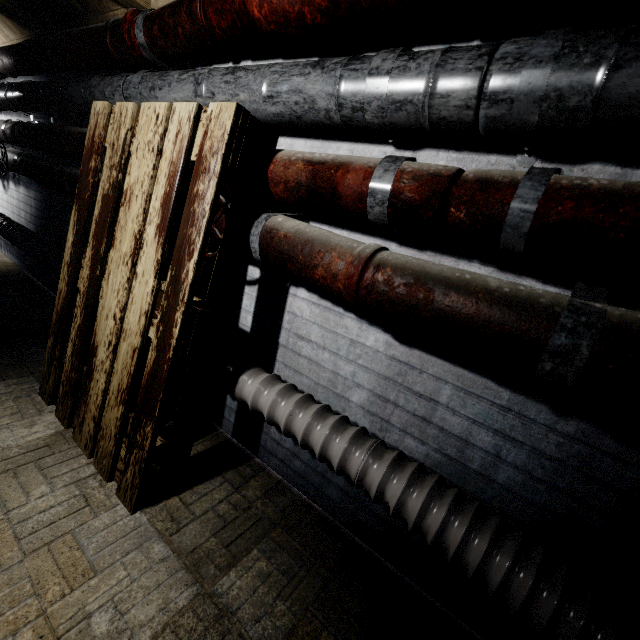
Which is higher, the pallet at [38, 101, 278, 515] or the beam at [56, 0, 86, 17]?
the beam at [56, 0, 86, 17]

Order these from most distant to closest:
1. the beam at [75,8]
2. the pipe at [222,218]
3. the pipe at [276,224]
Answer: the beam at [75,8]
the pipe at [222,218]
the pipe at [276,224]

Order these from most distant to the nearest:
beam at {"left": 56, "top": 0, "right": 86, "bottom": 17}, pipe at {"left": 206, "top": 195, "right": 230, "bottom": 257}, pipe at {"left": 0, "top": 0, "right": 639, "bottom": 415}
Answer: beam at {"left": 56, "top": 0, "right": 86, "bottom": 17} → pipe at {"left": 206, "top": 195, "right": 230, "bottom": 257} → pipe at {"left": 0, "top": 0, "right": 639, "bottom": 415}

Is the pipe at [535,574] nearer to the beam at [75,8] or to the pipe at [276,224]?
the pipe at [276,224]

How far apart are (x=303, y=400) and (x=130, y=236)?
0.9m

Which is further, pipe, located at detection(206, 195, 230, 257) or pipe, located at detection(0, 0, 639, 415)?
pipe, located at detection(206, 195, 230, 257)

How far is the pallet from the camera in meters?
1.1

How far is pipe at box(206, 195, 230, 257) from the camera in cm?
121
